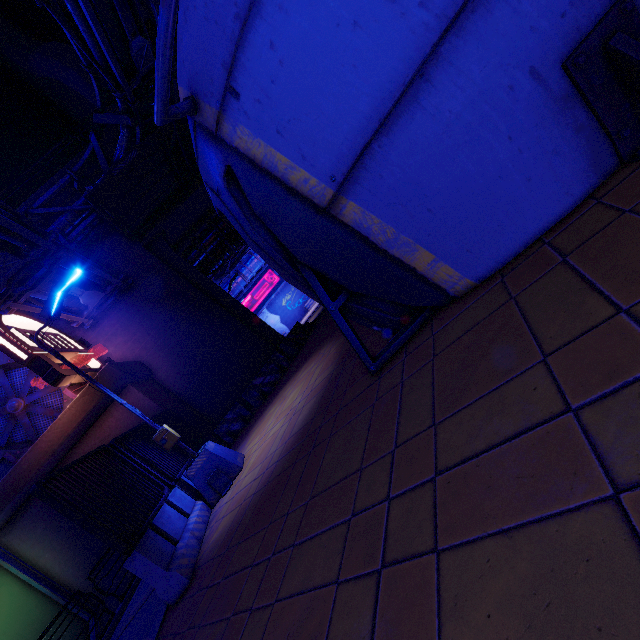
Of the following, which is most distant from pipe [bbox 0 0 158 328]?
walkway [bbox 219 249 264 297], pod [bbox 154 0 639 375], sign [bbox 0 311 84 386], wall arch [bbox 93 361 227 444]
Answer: walkway [bbox 219 249 264 297]

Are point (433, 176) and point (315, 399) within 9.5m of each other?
yes

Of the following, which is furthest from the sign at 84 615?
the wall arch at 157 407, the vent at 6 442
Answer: the vent at 6 442

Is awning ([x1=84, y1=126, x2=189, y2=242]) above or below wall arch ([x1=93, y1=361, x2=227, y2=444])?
above

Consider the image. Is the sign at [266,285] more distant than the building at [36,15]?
Yes

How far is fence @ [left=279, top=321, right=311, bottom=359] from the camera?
15.26m

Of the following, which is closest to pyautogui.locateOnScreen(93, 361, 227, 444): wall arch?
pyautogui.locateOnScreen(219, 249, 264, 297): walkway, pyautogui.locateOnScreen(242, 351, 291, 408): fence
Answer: pyautogui.locateOnScreen(242, 351, 291, 408): fence

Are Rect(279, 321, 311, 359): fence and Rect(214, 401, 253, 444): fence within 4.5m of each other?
yes
